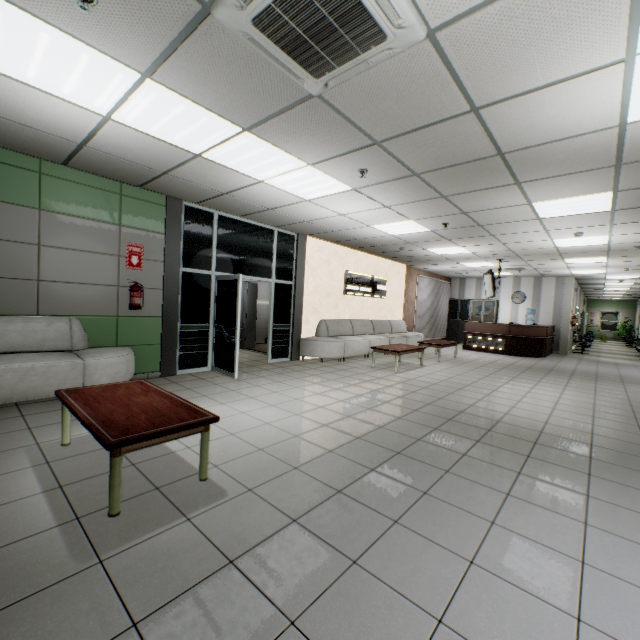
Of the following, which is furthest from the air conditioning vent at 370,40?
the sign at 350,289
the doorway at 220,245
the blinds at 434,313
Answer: the blinds at 434,313

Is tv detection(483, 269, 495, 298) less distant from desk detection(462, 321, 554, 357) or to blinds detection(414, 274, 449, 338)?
desk detection(462, 321, 554, 357)

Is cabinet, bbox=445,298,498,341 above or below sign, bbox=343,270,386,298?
below

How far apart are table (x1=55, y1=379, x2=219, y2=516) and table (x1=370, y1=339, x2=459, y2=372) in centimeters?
545cm

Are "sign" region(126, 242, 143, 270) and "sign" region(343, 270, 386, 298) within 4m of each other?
no

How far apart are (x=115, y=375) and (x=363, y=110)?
4.6 meters

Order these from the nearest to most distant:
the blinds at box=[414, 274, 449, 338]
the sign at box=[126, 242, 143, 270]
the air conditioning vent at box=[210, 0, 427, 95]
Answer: the air conditioning vent at box=[210, 0, 427, 95] < the sign at box=[126, 242, 143, 270] < the blinds at box=[414, 274, 449, 338]

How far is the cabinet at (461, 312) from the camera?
14.9 meters
